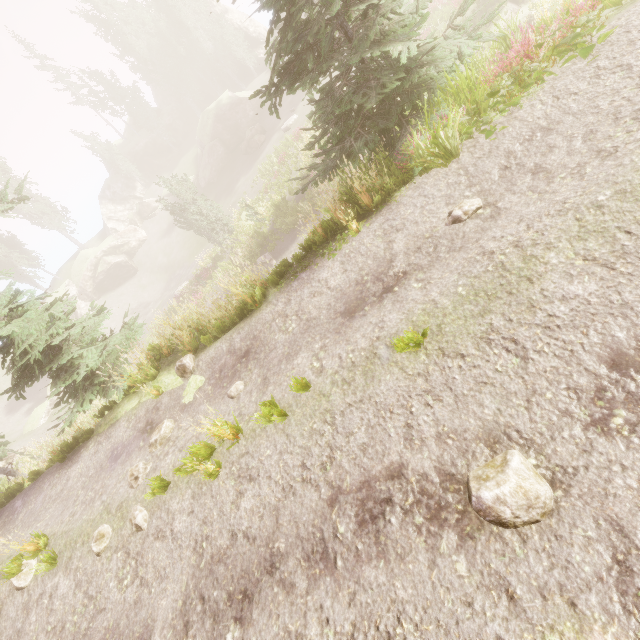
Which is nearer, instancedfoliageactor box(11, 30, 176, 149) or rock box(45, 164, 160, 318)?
rock box(45, 164, 160, 318)

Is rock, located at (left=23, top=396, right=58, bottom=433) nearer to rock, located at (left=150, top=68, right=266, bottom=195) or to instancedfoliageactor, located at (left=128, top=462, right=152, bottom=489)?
instancedfoliageactor, located at (left=128, top=462, right=152, bottom=489)

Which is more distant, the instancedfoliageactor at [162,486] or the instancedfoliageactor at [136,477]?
the instancedfoliageactor at [136,477]

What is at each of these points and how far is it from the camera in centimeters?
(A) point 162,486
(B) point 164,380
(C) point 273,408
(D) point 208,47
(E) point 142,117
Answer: (A) instancedfoliageactor, 553cm
(B) rock, 834cm
(C) instancedfoliageactor, 513cm
(D) instancedfoliageactor, 4534cm
(E) instancedfoliageactor, 4619cm

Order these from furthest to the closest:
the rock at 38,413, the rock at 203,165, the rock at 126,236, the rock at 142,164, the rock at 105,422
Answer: the rock at 142,164 < the rock at 126,236 < the rock at 203,165 < the rock at 38,413 < the rock at 105,422

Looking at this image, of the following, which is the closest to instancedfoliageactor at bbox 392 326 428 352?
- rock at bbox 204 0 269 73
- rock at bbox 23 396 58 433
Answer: rock at bbox 204 0 269 73
